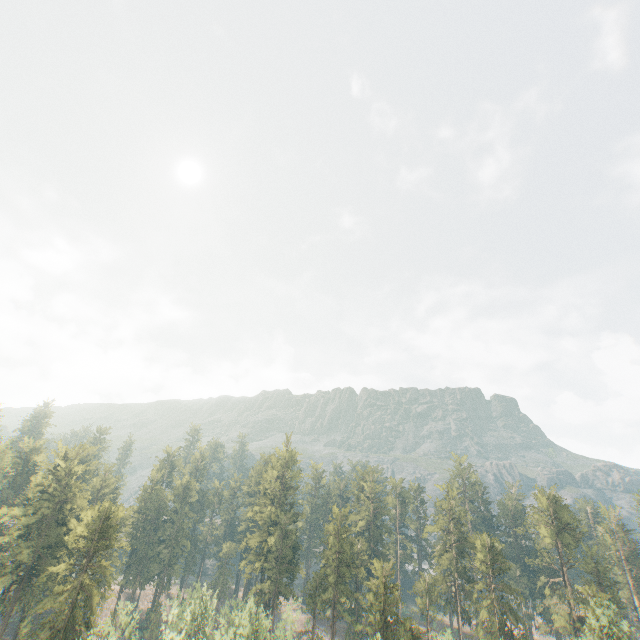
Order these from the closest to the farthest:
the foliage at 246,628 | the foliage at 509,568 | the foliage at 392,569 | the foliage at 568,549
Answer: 1. the foliage at 246,628
2. the foliage at 568,549
3. the foliage at 392,569
4. the foliage at 509,568

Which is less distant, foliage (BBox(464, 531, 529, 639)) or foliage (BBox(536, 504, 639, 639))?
foliage (BBox(536, 504, 639, 639))

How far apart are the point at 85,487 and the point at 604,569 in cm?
8905

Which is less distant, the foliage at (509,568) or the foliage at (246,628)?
the foliage at (246,628)

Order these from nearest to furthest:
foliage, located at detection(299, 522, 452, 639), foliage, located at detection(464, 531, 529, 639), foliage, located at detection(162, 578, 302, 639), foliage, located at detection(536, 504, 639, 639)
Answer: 1. foliage, located at detection(162, 578, 302, 639)
2. foliage, located at detection(536, 504, 639, 639)
3. foliage, located at detection(299, 522, 452, 639)
4. foliage, located at detection(464, 531, 529, 639)

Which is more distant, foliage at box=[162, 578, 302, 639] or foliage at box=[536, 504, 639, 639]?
foliage at box=[536, 504, 639, 639]
